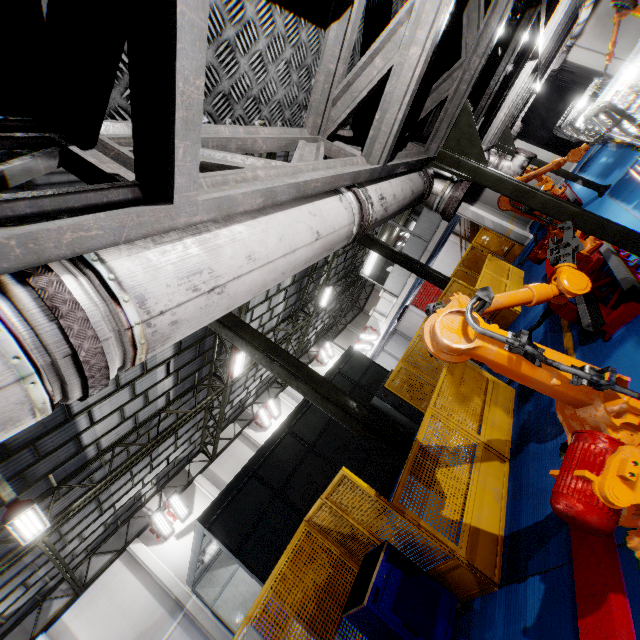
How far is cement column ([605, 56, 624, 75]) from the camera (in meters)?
14.25

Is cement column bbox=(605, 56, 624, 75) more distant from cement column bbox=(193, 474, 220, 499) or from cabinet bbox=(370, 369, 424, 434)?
cement column bbox=(193, 474, 220, 499)

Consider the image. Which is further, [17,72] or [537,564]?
[537,564]

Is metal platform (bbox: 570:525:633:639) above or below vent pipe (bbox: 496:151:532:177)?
below

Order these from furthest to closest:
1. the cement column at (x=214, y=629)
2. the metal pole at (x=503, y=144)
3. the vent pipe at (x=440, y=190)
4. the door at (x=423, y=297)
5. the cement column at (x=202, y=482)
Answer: the door at (x=423, y=297) < the cement column at (x=202, y=482) < the cement column at (x=214, y=629) < the metal pole at (x=503, y=144) < the vent pipe at (x=440, y=190)

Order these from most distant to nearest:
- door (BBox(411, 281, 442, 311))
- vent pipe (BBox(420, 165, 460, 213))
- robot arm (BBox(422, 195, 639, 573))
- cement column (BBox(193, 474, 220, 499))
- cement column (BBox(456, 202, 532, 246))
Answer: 1. door (BBox(411, 281, 442, 311))
2. cement column (BBox(193, 474, 220, 499))
3. cement column (BBox(456, 202, 532, 246))
4. vent pipe (BBox(420, 165, 460, 213))
5. robot arm (BBox(422, 195, 639, 573))

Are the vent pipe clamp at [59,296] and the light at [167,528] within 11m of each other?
no

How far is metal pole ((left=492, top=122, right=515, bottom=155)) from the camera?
9.8m
